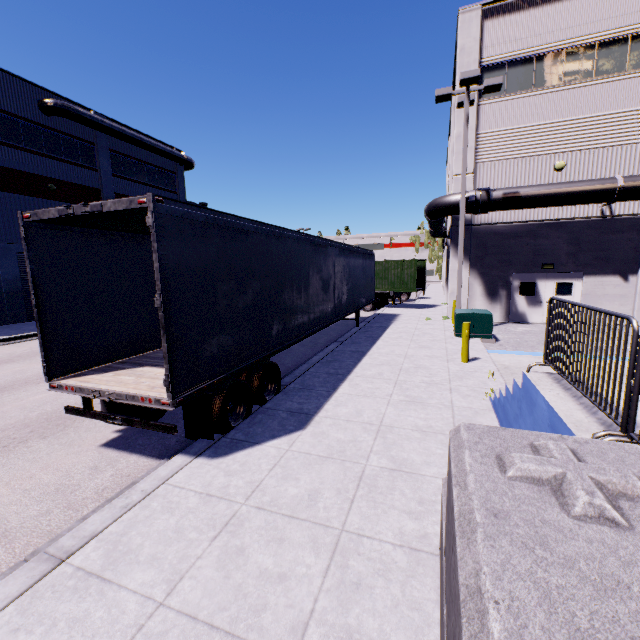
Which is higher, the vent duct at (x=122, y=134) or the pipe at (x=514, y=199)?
the vent duct at (x=122, y=134)

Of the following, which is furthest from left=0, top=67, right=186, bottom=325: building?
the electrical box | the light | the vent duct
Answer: the electrical box

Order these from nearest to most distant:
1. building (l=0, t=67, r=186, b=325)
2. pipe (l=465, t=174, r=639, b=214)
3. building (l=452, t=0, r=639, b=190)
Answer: pipe (l=465, t=174, r=639, b=214) → building (l=452, t=0, r=639, b=190) → building (l=0, t=67, r=186, b=325)

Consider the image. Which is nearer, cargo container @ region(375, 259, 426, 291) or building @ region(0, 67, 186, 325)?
building @ region(0, 67, 186, 325)

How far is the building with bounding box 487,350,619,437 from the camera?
2.86m

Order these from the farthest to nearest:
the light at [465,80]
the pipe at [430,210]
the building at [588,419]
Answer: the pipe at [430,210], the light at [465,80], the building at [588,419]

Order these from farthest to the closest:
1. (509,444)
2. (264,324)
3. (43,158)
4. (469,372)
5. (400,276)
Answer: (400,276) < (43,158) < (469,372) < (264,324) < (509,444)

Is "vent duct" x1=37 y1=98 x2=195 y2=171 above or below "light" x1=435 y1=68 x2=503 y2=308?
above
